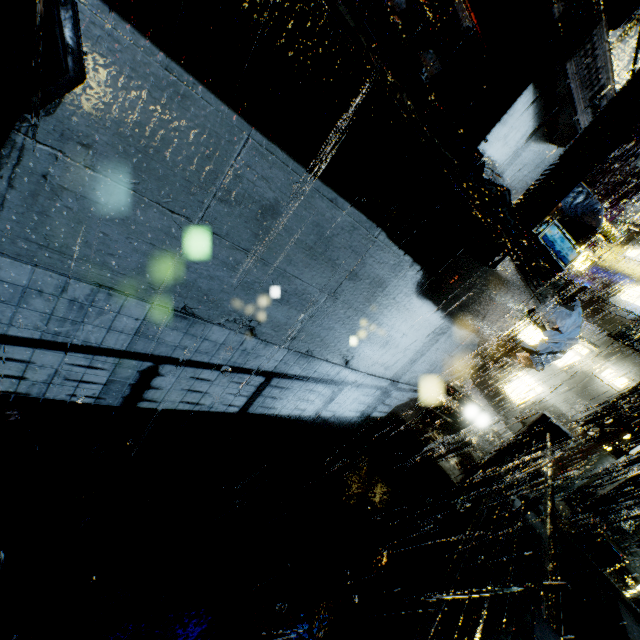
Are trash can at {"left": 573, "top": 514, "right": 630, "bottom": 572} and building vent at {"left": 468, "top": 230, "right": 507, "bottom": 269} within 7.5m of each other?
no

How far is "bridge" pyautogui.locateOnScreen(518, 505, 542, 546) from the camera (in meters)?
5.64

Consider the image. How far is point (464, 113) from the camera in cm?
554

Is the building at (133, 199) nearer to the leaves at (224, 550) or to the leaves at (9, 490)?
the leaves at (9, 490)

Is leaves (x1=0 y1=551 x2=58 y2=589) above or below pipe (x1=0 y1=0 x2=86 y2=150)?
below

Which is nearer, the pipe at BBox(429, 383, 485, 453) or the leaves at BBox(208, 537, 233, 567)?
the leaves at BBox(208, 537, 233, 567)

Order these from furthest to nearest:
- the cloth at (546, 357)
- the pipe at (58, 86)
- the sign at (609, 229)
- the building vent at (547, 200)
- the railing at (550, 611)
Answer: the sign at (609, 229) → the cloth at (546, 357) → the building vent at (547, 200) → the railing at (550, 611) → the pipe at (58, 86)

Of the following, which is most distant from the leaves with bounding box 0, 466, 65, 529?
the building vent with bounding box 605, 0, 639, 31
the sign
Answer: the sign
